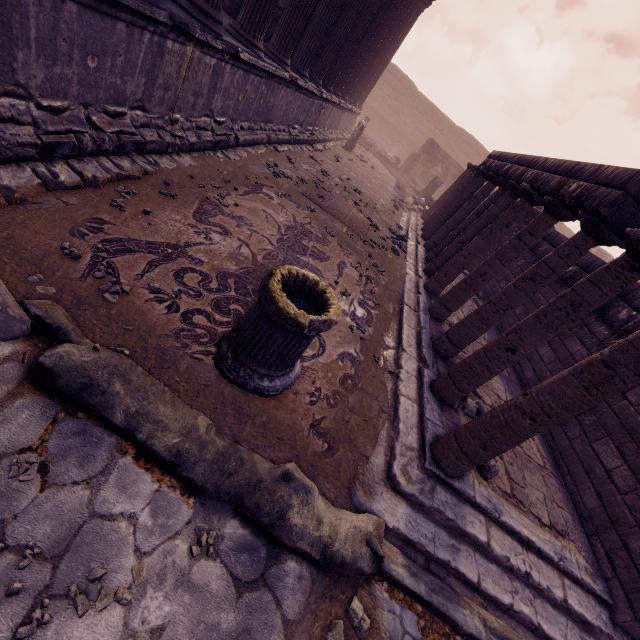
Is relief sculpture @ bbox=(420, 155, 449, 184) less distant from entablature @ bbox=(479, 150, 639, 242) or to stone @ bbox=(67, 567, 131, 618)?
entablature @ bbox=(479, 150, 639, 242)

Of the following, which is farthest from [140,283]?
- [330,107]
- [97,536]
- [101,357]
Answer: [330,107]

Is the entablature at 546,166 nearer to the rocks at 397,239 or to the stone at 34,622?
the rocks at 397,239

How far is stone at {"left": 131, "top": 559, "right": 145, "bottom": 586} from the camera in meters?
1.7

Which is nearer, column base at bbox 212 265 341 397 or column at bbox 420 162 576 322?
column base at bbox 212 265 341 397

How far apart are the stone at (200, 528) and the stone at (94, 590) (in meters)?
0.32

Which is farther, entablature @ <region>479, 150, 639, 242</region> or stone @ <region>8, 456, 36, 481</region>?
entablature @ <region>479, 150, 639, 242</region>

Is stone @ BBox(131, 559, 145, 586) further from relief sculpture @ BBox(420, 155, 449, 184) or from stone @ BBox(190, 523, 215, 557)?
relief sculpture @ BBox(420, 155, 449, 184)
